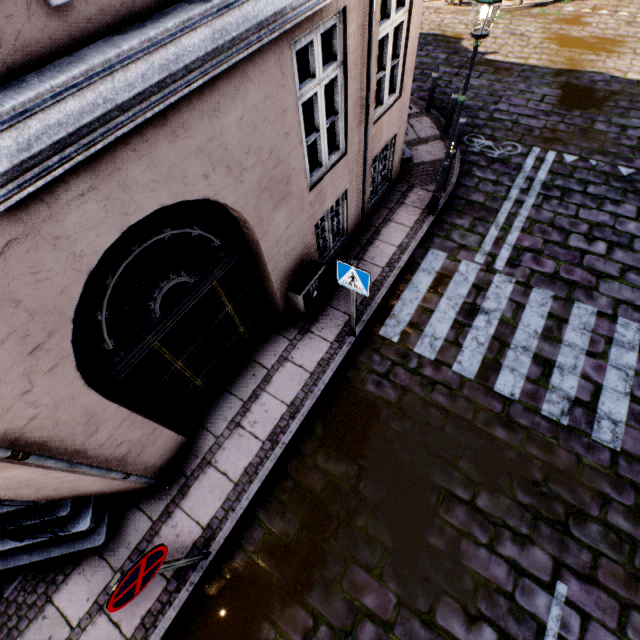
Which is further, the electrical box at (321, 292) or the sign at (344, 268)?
the electrical box at (321, 292)

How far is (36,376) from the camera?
2.5m

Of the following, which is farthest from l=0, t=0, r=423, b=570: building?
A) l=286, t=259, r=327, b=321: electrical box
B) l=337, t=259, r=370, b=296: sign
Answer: l=337, t=259, r=370, b=296: sign

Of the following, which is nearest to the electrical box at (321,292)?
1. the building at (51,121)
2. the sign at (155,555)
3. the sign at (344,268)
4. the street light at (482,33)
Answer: the building at (51,121)

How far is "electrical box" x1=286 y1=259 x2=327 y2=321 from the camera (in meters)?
5.41

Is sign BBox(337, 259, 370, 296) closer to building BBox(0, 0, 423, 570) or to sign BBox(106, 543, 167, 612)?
building BBox(0, 0, 423, 570)

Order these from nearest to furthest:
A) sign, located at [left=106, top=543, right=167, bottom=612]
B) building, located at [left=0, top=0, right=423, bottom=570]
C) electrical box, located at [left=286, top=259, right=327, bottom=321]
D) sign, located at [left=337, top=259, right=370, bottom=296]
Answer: building, located at [left=0, top=0, right=423, bottom=570]
sign, located at [left=106, top=543, right=167, bottom=612]
sign, located at [left=337, top=259, right=370, bottom=296]
electrical box, located at [left=286, top=259, right=327, bottom=321]

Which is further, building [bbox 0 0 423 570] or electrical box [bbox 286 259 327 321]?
electrical box [bbox 286 259 327 321]
